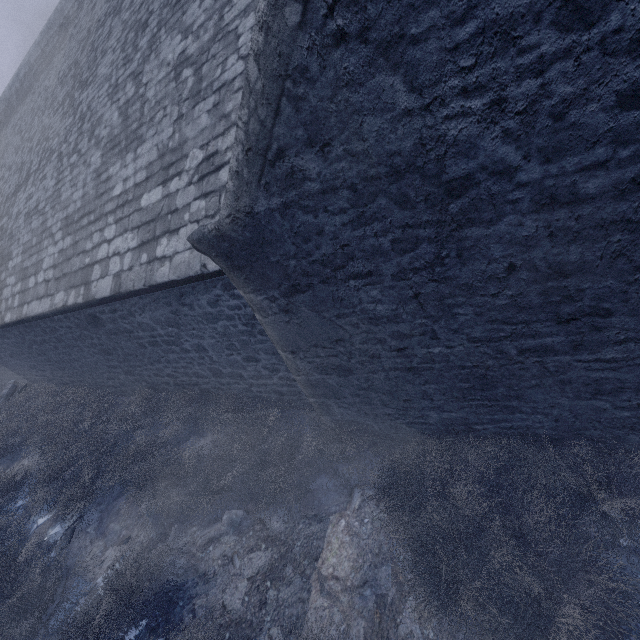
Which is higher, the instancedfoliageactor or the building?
the building

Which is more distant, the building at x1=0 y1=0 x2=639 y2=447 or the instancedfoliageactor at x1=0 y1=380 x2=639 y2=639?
the instancedfoliageactor at x1=0 y1=380 x2=639 y2=639

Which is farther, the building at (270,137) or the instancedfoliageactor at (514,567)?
the instancedfoliageactor at (514,567)

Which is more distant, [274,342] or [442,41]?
[274,342]

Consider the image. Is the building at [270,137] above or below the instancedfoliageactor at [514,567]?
above
